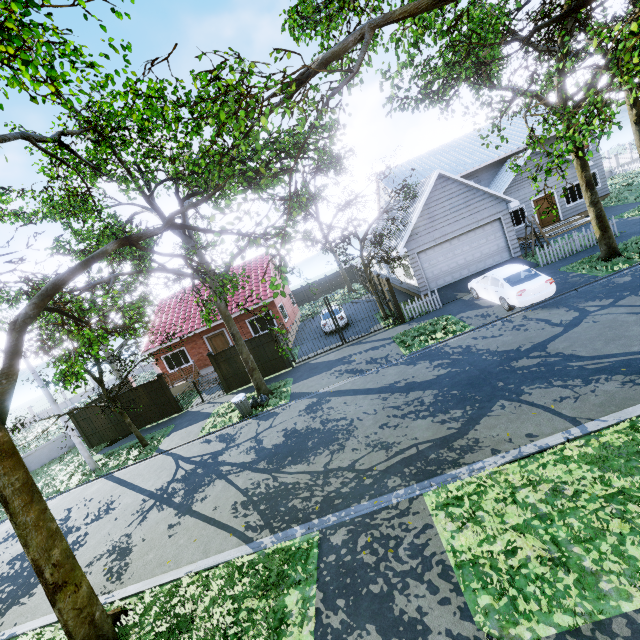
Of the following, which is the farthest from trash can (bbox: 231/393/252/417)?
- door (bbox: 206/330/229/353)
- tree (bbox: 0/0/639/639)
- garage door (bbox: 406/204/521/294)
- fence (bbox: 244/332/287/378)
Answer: garage door (bbox: 406/204/521/294)

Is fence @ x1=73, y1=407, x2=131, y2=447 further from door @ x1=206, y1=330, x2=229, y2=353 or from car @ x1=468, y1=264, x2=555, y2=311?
door @ x1=206, y1=330, x2=229, y2=353

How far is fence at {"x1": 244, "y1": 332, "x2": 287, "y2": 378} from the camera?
17.6 meters

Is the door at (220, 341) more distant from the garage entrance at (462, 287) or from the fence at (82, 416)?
the garage entrance at (462, 287)

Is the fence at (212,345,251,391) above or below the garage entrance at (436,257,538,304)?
above

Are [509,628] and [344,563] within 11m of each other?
yes

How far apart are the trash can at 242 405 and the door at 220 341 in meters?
9.4

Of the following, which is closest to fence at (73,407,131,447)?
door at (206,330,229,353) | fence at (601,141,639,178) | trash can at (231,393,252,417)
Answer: fence at (601,141,639,178)
